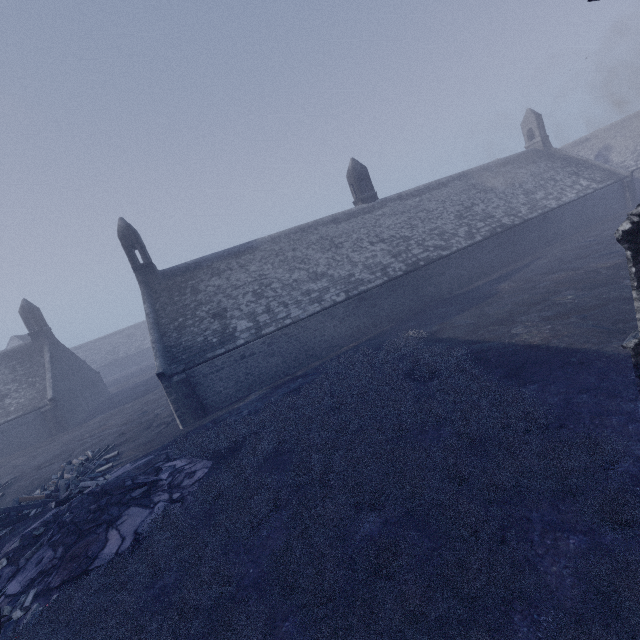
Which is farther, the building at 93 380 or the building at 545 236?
the building at 93 380

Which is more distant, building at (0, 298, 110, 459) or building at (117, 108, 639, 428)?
building at (0, 298, 110, 459)

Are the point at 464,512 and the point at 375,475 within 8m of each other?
yes
